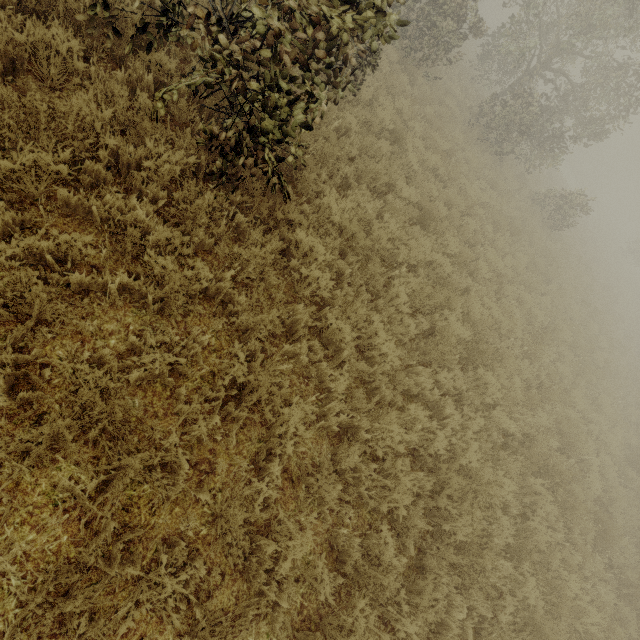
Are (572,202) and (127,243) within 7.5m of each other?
no
